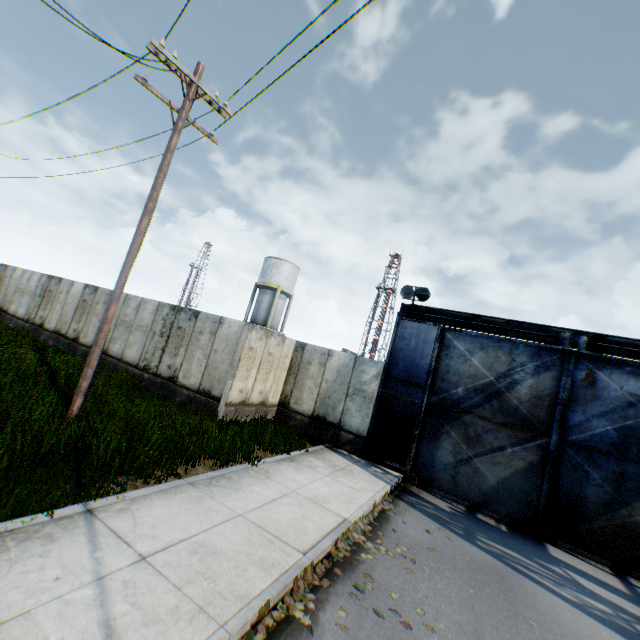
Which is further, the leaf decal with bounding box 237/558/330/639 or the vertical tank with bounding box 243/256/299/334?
the vertical tank with bounding box 243/256/299/334

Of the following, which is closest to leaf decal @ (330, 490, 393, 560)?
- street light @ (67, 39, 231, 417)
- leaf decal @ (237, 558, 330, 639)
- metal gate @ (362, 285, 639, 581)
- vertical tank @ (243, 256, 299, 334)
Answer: leaf decal @ (237, 558, 330, 639)

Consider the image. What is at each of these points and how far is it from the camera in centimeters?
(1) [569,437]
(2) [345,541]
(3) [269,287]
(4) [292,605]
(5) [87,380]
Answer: (1) metal gate, 954cm
(2) leaf decal, 608cm
(3) vertical tank, 3397cm
(4) leaf decal, 419cm
(5) street light, 757cm

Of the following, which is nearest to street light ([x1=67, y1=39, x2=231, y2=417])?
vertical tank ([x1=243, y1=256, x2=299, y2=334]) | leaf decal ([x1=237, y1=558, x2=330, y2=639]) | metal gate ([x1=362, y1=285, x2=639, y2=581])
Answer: leaf decal ([x1=237, y1=558, x2=330, y2=639])

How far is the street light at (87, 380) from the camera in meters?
7.6 m

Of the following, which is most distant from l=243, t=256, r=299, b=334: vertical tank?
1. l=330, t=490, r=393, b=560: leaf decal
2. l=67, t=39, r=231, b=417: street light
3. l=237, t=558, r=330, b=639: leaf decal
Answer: l=237, t=558, r=330, b=639: leaf decal

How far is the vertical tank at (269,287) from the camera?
33.8m

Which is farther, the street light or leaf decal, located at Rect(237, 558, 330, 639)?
the street light
